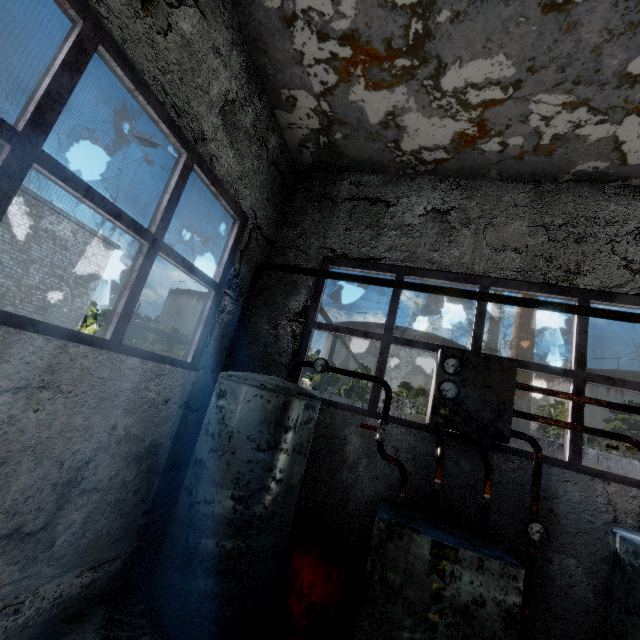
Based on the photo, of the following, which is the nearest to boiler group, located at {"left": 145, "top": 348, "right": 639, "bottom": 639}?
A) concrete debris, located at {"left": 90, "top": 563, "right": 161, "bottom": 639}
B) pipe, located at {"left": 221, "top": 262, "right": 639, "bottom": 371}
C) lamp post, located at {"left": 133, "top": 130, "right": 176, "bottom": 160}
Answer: concrete debris, located at {"left": 90, "top": 563, "right": 161, "bottom": 639}

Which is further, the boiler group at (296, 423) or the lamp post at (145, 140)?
the lamp post at (145, 140)

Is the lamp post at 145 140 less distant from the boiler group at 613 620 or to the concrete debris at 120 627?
the concrete debris at 120 627

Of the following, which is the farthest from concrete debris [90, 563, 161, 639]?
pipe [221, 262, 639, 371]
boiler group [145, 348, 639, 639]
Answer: pipe [221, 262, 639, 371]

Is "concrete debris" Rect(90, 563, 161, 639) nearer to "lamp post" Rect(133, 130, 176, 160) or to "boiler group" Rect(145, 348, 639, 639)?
"boiler group" Rect(145, 348, 639, 639)

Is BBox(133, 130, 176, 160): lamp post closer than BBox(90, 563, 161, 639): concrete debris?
No

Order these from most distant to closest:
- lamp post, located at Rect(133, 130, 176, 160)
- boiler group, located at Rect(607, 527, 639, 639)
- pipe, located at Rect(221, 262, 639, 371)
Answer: lamp post, located at Rect(133, 130, 176, 160), pipe, located at Rect(221, 262, 639, 371), boiler group, located at Rect(607, 527, 639, 639)

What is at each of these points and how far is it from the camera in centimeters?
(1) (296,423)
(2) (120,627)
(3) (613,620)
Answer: (1) boiler group, 384cm
(2) concrete debris, 323cm
(3) boiler group, 300cm
